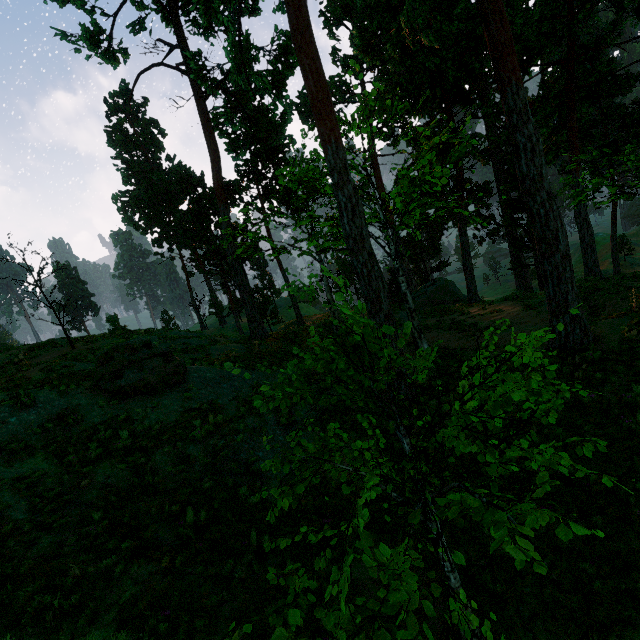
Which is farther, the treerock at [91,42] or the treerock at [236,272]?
the treerock at [91,42]

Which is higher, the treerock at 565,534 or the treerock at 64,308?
the treerock at 64,308

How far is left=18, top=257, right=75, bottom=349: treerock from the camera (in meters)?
16.15

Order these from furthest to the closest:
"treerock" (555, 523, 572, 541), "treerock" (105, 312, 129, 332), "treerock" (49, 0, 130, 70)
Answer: "treerock" (105, 312, 129, 332), "treerock" (49, 0, 130, 70), "treerock" (555, 523, 572, 541)

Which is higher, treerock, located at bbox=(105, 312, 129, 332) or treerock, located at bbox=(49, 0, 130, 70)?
treerock, located at bbox=(49, 0, 130, 70)

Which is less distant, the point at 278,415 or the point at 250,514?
the point at 250,514
